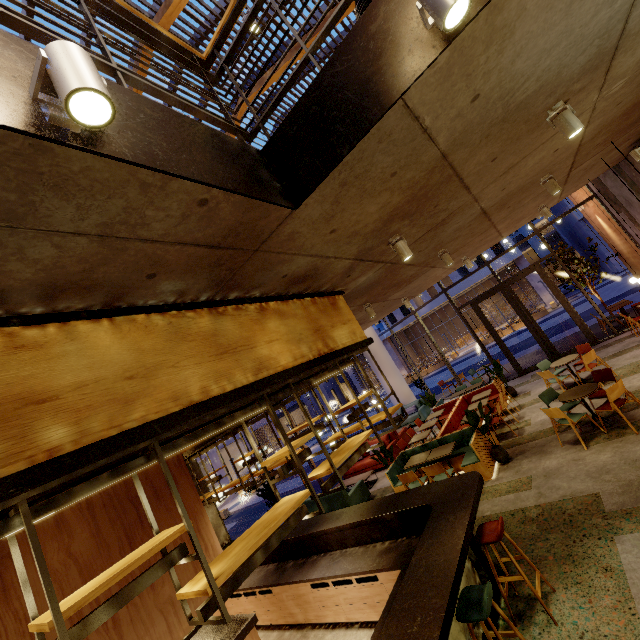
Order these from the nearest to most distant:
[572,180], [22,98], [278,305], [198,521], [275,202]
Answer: [22,98] → [275,202] → [278,305] → [198,521] → [572,180]

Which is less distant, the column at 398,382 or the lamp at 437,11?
the lamp at 437,11

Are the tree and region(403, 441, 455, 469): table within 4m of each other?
yes

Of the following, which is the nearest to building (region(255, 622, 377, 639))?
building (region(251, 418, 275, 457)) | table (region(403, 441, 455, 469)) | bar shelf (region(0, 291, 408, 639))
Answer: bar shelf (region(0, 291, 408, 639))

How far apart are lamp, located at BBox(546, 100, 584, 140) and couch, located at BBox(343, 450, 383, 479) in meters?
10.2

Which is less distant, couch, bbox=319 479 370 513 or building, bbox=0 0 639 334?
building, bbox=0 0 639 334

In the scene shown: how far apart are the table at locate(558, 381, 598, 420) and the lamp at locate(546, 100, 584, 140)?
5.28m

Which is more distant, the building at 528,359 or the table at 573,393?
the building at 528,359
